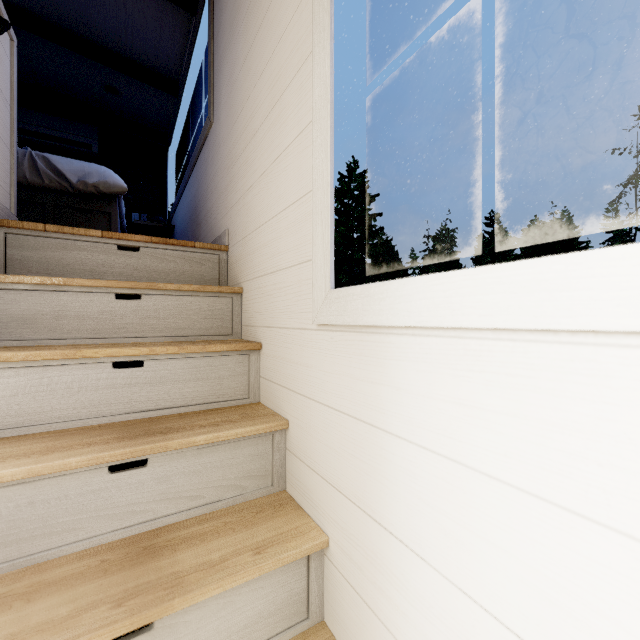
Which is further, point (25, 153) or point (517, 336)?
point (25, 153)
